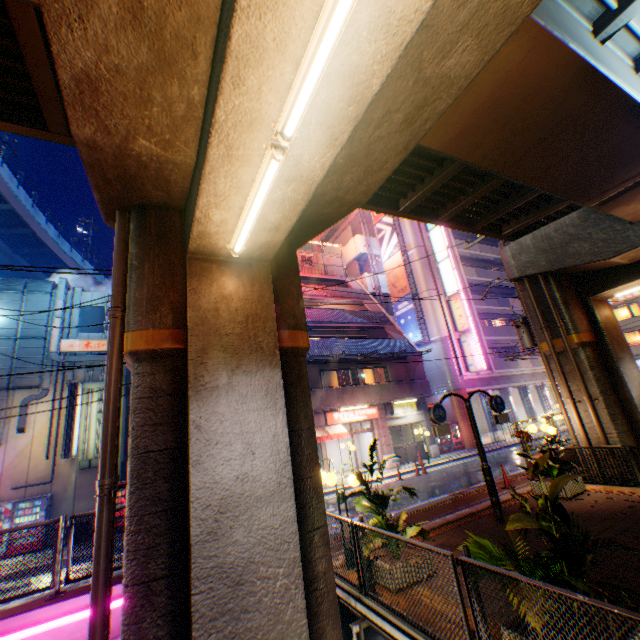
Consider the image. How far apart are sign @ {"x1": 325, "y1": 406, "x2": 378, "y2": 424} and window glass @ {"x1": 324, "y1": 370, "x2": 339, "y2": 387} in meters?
1.4 m

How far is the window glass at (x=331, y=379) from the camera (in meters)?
22.32

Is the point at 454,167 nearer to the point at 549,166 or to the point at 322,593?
the point at 549,166

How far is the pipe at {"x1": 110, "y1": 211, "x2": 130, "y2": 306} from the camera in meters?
5.5 m

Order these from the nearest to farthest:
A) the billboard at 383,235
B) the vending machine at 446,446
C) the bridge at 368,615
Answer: the bridge at 368,615
the vending machine at 446,446
the billboard at 383,235

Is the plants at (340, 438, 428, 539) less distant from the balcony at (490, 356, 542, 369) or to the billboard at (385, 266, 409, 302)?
the billboard at (385, 266, 409, 302)

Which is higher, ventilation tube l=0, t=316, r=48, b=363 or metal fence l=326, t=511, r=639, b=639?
→ ventilation tube l=0, t=316, r=48, b=363

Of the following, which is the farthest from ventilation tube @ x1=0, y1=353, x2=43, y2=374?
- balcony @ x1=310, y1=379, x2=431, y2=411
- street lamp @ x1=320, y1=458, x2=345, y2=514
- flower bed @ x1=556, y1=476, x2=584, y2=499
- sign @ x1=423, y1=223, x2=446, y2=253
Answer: sign @ x1=423, y1=223, x2=446, y2=253
